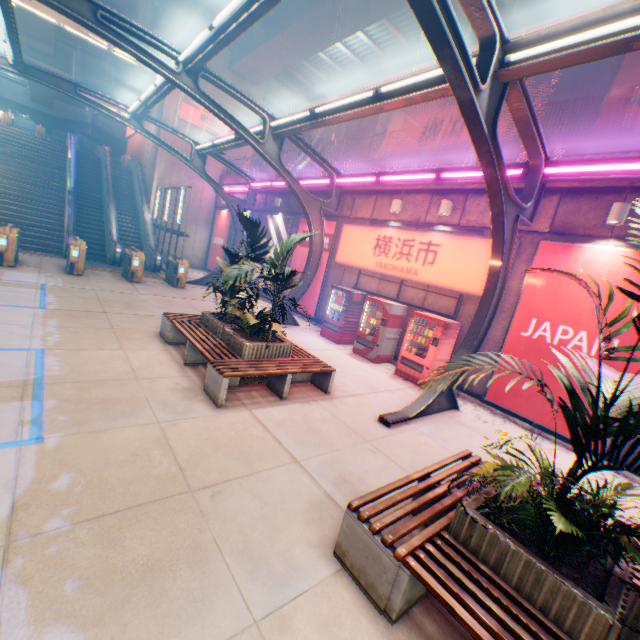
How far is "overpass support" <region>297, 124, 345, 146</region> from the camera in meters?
28.0

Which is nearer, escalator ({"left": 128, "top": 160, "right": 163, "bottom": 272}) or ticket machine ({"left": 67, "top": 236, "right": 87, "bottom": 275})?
ticket machine ({"left": 67, "top": 236, "right": 87, "bottom": 275})

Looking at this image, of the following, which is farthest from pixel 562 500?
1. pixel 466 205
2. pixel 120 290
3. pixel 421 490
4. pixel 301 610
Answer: pixel 120 290

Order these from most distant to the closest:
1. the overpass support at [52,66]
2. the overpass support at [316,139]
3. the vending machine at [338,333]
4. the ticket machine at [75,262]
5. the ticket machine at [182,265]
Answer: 1. the overpass support at [316,139]
2. the overpass support at [52,66]
3. the ticket machine at [182,265]
4. the ticket machine at [75,262]
5. the vending machine at [338,333]

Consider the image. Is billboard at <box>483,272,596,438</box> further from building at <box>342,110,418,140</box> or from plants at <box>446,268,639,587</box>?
building at <box>342,110,418,140</box>

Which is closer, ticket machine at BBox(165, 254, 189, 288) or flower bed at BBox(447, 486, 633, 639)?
flower bed at BBox(447, 486, 633, 639)

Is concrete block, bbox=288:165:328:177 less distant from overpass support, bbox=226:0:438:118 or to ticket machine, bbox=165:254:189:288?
overpass support, bbox=226:0:438:118

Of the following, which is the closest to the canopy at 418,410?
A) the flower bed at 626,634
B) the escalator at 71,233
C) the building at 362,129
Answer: the flower bed at 626,634
